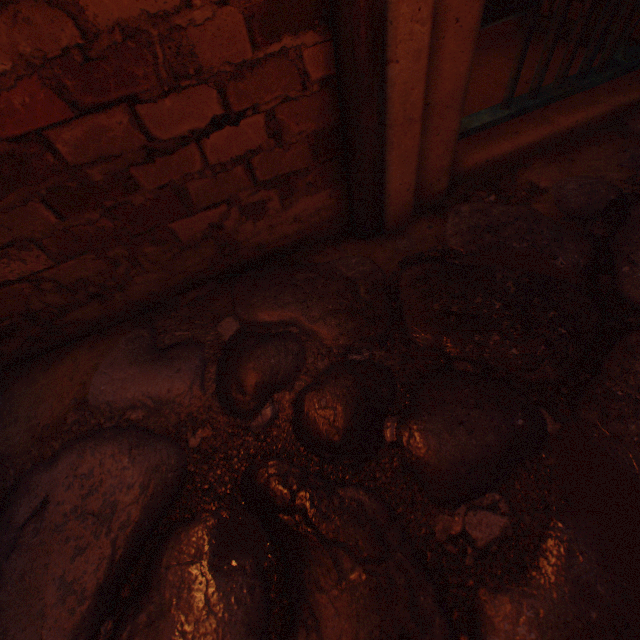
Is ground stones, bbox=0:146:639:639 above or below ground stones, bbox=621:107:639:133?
below

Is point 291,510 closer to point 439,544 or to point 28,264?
point 439,544

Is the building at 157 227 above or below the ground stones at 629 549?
above

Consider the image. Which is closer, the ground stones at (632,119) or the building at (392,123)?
the building at (392,123)

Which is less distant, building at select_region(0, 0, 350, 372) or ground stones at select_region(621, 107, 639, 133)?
building at select_region(0, 0, 350, 372)

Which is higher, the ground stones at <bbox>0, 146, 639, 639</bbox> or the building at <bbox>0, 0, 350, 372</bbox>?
the building at <bbox>0, 0, 350, 372</bbox>

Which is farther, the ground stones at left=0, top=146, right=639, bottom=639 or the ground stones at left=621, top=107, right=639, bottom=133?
the ground stones at left=621, top=107, right=639, bottom=133
